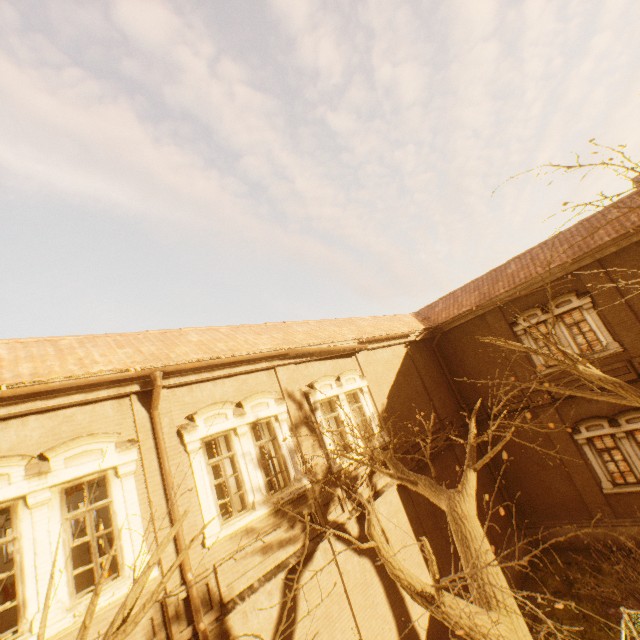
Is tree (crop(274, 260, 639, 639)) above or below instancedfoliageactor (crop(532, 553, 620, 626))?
above

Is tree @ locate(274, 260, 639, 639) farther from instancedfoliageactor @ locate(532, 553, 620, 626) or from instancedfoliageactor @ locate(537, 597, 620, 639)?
instancedfoliageactor @ locate(537, 597, 620, 639)

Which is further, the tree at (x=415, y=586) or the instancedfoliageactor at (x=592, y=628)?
the instancedfoliageactor at (x=592, y=628)

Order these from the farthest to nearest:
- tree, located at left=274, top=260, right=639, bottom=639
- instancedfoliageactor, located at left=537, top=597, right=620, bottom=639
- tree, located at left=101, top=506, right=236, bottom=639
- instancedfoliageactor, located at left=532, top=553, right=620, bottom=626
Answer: instancedfoliageactor, located at left=532, top=553, right=620, bottom=626 < instancedfoliageactor, located at left=537, top=597, right=620, bottom=639 < tree, located at left=274, top=260, right=639, bottom=639 < tree, located at left=101, top=506, right=236, bottom=639

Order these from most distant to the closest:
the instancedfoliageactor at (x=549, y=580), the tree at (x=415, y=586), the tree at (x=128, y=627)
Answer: the instancedfoliageactor at (x=549, y=580) → the tree at (x=415, y=586) → the tree at (x=128, y=627)

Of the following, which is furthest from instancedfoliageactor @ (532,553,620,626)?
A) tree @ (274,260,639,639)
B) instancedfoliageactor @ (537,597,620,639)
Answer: tree @ (274,260,639,639)

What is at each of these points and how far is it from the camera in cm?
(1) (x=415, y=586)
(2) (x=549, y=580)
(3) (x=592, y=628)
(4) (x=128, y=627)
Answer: (1) tree, 450
(2) instancedfoliageactor, 1232
(3) instancedfoliageactor, 966
(4) tree, 254

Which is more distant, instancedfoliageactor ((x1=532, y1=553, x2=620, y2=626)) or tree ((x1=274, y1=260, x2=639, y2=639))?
instancedfoliageactor ((x1=532, y1=553, x2=620, y2=626))
